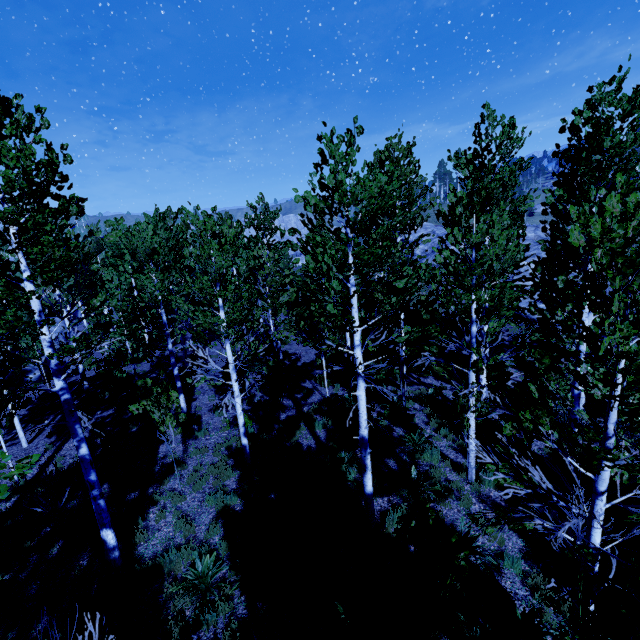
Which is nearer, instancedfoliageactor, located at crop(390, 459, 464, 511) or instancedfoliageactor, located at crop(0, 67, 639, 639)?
instancedfoliageactor, located at crop(0, 67, 639, 639)

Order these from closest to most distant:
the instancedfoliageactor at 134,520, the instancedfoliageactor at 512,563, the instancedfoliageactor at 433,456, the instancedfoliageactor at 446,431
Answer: the instancedfoliageactor at 512,563 → the instancedfoliageactor at 134,520 → the instancedfoliageactor at 433,456 → the instancedfoliageactor at 446,431

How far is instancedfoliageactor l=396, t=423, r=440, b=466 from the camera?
9.23m

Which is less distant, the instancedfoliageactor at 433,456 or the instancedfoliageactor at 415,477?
the instancedfoliageactor at 415,477

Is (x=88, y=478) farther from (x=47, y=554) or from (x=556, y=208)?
(x=556, y=208)

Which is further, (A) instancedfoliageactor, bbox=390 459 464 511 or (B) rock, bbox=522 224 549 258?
(B) rock, bbox=522 224 549 258

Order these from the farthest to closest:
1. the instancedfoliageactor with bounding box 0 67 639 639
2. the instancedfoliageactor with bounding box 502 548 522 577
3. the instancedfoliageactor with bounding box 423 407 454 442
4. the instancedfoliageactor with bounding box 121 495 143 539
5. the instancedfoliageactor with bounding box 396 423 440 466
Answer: the instancedfoliageactor with bounding box 423 407 454 442 → the instancedfoliageactor with bounding box 396 423 440 466 → the instancedfoliageactor with bounding box 121 495 143 539 → the instancedfoliageactor with bounding box 502 548 522 577 → the instancedfoliageactor with bounding box 0 67 639 639
